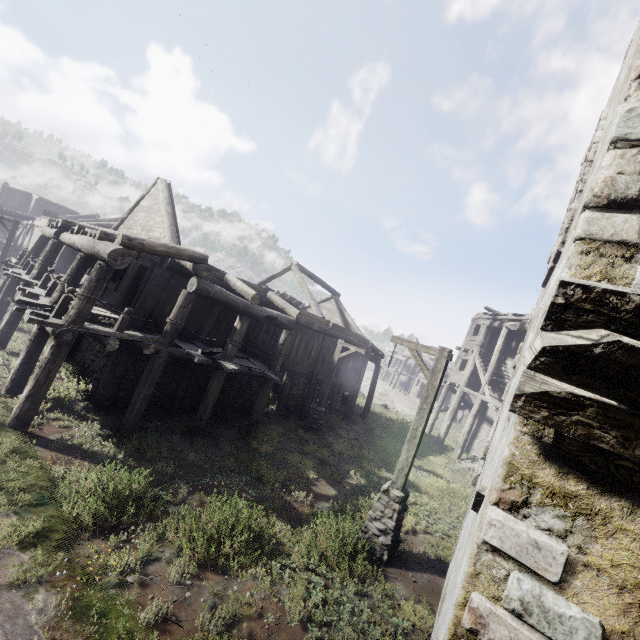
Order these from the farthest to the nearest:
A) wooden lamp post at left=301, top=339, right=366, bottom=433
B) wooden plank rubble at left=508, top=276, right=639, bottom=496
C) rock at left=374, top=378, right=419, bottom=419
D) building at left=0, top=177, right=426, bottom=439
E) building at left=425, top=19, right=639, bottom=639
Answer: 1. rock at left=374, top=378, right=419, bottom=419
2. wooden lamp post at left=301, top=339, right=366, bottom=433
3. building at left=0, top=177, right=426, bottom=439
4. building at left=425, top=19, right=639, bottom=639
5. wooden plank rubble at left=508, top=276, right=639, bottom=496

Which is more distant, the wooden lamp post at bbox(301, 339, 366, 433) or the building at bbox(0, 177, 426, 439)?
the wooden lamp post at bbox(301, 339, 366, 433)

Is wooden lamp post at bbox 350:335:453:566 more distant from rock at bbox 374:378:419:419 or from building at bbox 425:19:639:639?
rock at bbox 374:378:419:419

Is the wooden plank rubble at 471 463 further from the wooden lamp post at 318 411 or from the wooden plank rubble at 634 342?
the wooden plank rubble at 634 342

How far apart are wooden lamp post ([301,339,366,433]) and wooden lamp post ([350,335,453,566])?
6.3 meters

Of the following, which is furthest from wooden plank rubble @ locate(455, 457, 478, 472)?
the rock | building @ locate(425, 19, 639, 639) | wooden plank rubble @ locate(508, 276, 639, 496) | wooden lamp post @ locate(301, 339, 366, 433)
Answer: wooden plank rubble @ locate(508, 276, 639, 496)

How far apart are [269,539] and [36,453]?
5.68m

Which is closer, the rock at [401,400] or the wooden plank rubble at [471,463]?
the wooden plank rubble at [471,463]
